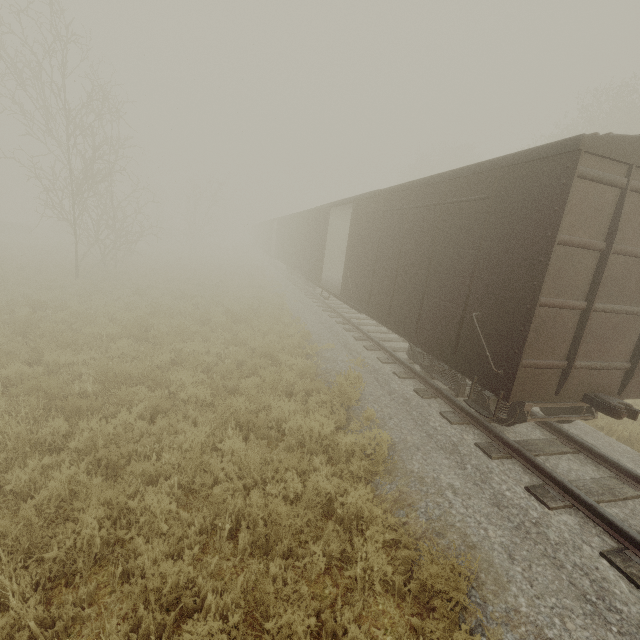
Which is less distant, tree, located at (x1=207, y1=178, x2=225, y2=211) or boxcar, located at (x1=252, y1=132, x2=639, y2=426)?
boxcar, located at (x1=252, y1=132, x2=639, y2=426)

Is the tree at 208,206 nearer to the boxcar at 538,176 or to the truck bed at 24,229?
the truck bed at 24,229

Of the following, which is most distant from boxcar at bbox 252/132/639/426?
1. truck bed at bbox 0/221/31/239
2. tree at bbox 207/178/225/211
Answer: truck bed at bbox 0/221/31/239

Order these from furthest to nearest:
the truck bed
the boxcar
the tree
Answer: the tree → the truck bed → the boxcar

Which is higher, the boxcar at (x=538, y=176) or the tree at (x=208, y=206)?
the tree at (x=208, y=206)

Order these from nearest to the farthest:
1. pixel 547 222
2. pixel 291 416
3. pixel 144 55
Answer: pixel 547 222 < pixel 291 416 < pixel 144 55

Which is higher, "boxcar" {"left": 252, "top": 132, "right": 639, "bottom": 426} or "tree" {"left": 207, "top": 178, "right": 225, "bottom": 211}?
"tree" {"left": 207, "top": 178, "right": 225, "bottom": 211}

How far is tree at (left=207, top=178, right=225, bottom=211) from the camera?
37.78m
